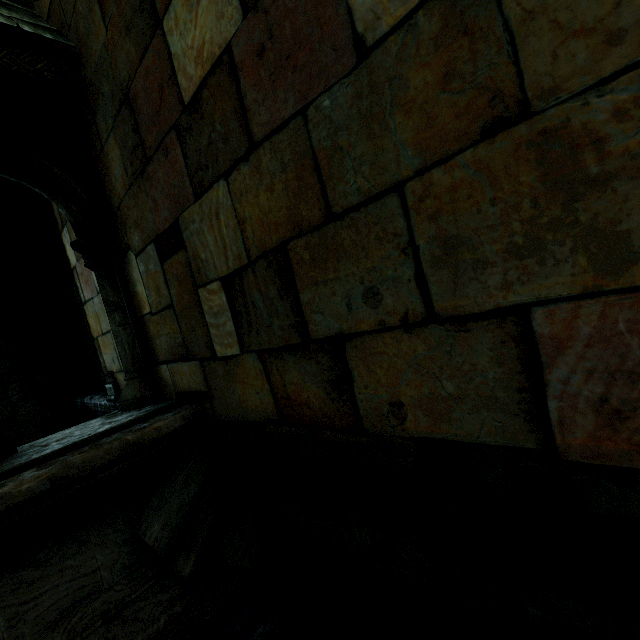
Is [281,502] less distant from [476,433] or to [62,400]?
[476,433]

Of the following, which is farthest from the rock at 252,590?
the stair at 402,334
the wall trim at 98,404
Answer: the stair at 402,334

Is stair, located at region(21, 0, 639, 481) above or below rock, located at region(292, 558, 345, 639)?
above

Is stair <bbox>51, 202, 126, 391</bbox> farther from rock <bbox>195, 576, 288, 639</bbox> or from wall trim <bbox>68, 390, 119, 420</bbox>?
rock <bbox>195, 576, 288, 639</bbox>

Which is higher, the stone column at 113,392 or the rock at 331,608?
the stone column at 113,392

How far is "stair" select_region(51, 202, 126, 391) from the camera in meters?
2.9

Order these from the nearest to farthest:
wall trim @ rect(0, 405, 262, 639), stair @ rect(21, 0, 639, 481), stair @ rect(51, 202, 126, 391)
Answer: stair @ rect(21, 0, 639, 481) < wall trim @ rect(0, 405, 262, 639) < stair @ rect(51, 202, 126, 391)
